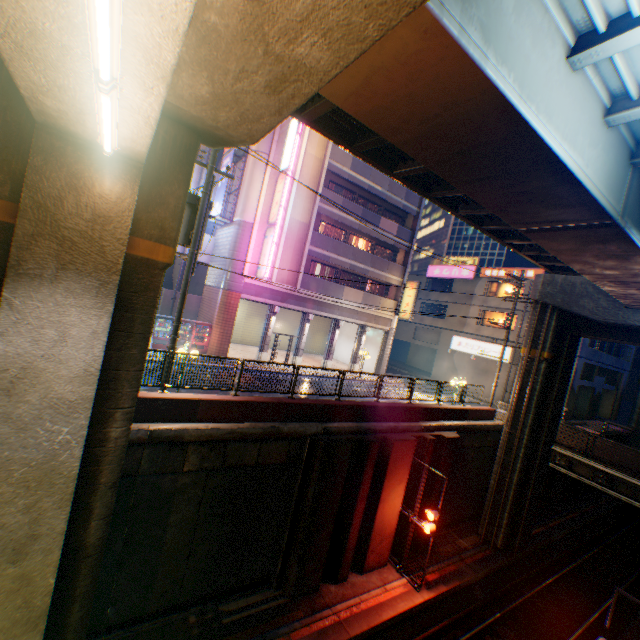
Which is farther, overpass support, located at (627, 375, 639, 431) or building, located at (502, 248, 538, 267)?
building, located at (502, 248, 538, 267)

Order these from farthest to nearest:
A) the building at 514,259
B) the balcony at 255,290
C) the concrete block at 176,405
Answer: the building at 514,259 → the balcony at 255,290 → the concrete block at 176,405

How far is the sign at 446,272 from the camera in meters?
34.1 m

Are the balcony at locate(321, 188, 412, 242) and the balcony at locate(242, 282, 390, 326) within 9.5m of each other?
yes

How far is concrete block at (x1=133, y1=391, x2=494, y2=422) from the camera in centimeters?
944cm

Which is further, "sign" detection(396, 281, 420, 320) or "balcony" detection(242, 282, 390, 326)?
"sign" detection(396, 281, 420, 320)

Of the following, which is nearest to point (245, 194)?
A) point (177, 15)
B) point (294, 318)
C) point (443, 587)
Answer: point (294, 318)

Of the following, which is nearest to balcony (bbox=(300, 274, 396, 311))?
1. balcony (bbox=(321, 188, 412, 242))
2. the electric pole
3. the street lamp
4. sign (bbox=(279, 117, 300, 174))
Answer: sign (bbox=(279, 117, 300, 174))
